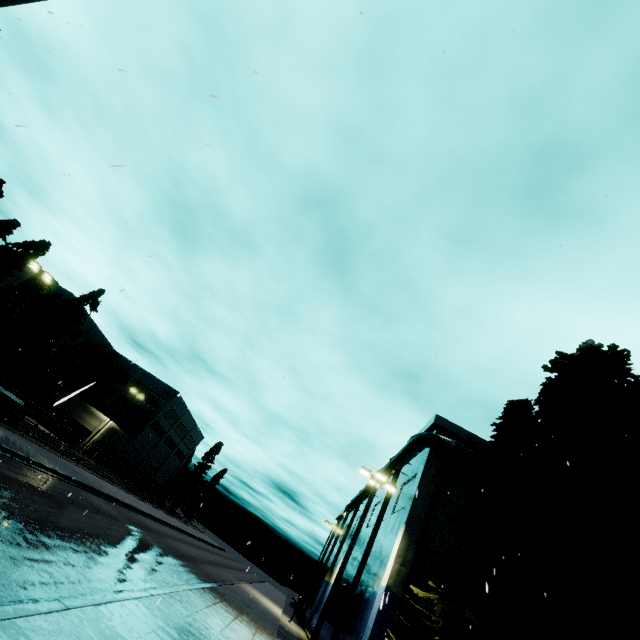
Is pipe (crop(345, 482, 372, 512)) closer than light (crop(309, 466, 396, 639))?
No

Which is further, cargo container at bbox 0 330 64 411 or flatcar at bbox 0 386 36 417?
flatcar at bbox 0 386 36 417

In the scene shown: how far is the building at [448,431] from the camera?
22.1 meters

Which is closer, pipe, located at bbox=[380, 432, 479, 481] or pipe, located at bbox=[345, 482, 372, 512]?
pipe, located at bbox=[380, 432, 479, 481]

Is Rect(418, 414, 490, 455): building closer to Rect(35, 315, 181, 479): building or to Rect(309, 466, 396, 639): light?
Rect(309, 466, 396, 639): light

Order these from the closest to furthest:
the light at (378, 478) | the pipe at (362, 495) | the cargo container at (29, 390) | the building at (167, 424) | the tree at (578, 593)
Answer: the tree at (578, 593), the light at (378, 478), the cargo container at (29, 390), the pipe at (362, 495), the building at (167, 424)

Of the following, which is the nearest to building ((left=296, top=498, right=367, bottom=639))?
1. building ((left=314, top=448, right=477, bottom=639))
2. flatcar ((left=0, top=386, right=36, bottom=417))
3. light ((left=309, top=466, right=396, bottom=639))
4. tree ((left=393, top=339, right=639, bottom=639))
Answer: building ((left=314, top=448, right=477, bottom=639))

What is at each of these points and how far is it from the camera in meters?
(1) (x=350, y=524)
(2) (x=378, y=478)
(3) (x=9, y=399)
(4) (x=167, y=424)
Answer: (1) building, 44.6 m
(2) light, 20.1 m
(3) flatcar, 22.7 m
(4) building, 59.9 m
